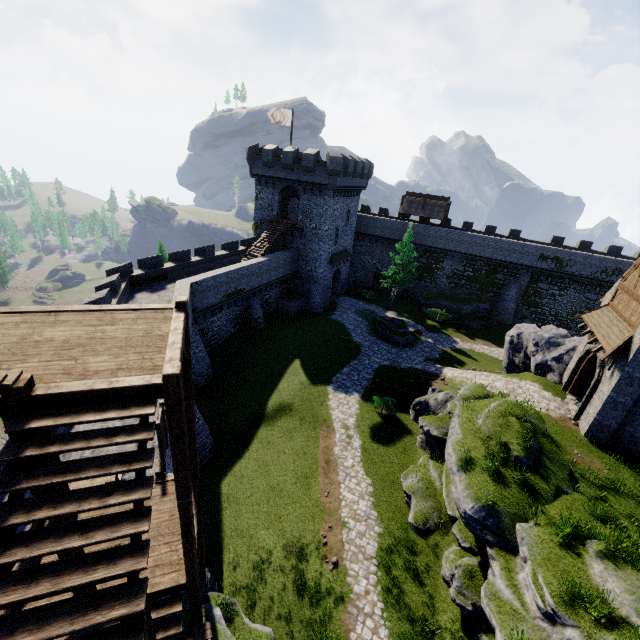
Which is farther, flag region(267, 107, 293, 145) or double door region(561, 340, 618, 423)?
flag region(267, 107, 293, 145)

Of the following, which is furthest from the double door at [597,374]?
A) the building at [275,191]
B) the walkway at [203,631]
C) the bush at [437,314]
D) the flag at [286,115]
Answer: the flag at [286,115]

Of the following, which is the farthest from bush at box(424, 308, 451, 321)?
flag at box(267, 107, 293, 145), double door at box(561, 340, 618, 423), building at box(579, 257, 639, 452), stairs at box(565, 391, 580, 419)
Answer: flag at box(267, 107, 293, 145)

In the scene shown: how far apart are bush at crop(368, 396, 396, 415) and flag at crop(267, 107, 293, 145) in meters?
27.9

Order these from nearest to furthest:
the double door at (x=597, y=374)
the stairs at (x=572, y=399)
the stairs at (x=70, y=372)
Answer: the stairs at (x=70, y=372) < the double door at (x=597, y=374) < the stairs at (x=572, y=399)

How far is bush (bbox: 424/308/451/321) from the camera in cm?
3947

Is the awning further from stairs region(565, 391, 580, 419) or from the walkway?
the walkway

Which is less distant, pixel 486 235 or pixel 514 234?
pixel 486 235
